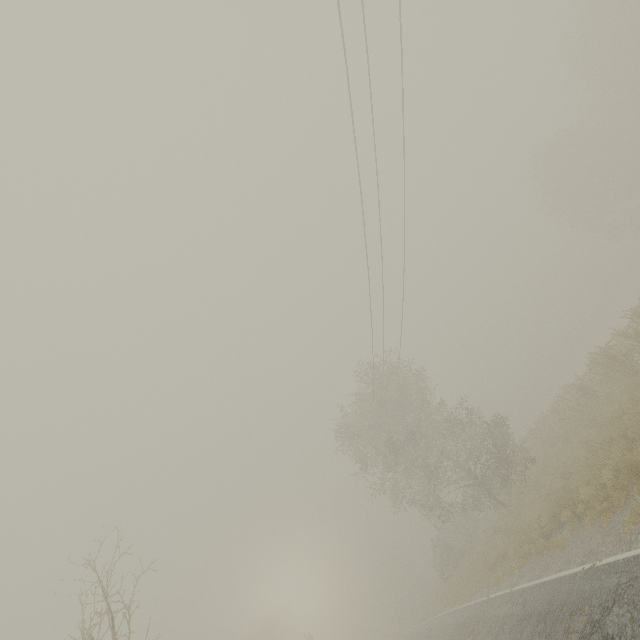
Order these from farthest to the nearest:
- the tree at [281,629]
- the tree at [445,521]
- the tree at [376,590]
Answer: the tree at [376,590] → the tree at [281,629] → the tree at [445,521]

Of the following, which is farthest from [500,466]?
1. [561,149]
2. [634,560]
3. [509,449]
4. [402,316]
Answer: [561,149]

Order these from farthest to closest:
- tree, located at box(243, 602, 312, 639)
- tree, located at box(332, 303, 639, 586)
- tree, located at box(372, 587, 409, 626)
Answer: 1. tree, located at box(372, 587, 409, 626)
2. tree, located at box(243, 602, 312, 639)
3. tree, located at box(332, 303, 639, 586)

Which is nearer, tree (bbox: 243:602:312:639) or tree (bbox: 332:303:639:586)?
tree (bbox: 332:303:639:586)

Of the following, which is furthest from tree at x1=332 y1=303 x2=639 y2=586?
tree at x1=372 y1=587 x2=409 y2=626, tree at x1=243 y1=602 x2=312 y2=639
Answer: tree at x1=372 y1=587 x2=409 y2=626

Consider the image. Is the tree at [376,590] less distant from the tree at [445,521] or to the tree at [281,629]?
the tree at [281,629]
